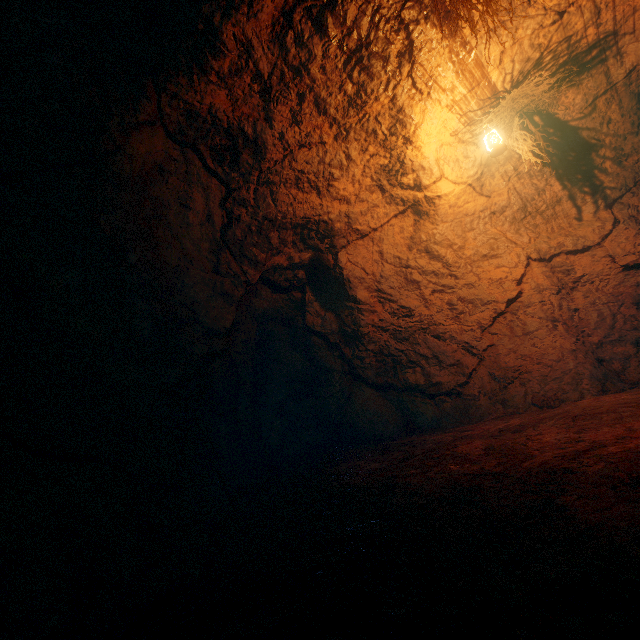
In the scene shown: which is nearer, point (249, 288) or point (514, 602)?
point (514, 602)
